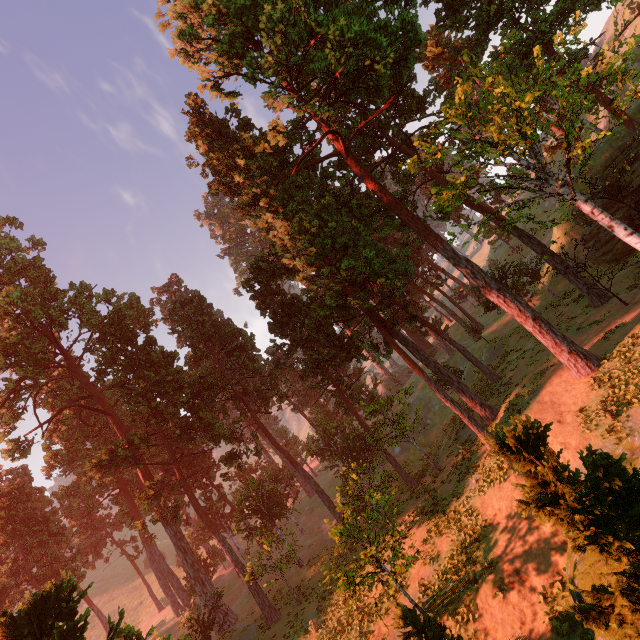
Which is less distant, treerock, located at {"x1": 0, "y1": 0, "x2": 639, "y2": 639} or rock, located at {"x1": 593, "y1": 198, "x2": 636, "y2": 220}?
treerock, located at {"x1": 0, "y1": 0, "x2": 639, "y2": 639}

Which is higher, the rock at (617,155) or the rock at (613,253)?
the rock at (617,155)

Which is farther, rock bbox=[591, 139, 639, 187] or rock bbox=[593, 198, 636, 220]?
rock bbox=[593, 198, 636, 220]

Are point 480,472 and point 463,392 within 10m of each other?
yes

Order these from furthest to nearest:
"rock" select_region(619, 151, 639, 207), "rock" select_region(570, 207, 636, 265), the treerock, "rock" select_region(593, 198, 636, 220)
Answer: "rock" select_region(570, 207, 636, 265) < "rock" select_region(593, 198, 636, 220) < "rock" select_region(619, 151, 639, 207) < the treerock

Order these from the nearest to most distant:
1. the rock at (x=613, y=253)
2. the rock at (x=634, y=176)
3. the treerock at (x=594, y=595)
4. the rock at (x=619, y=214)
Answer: the treerock at (x=594, y=595), the rock at (x=634, y=176), the rock at (x=619, y=214), the rock at (x=613, y=253)

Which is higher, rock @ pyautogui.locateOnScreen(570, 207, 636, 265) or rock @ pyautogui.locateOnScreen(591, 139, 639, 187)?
rock @ pyautogui.locateOnScreen(591, 139, 639, 187)
